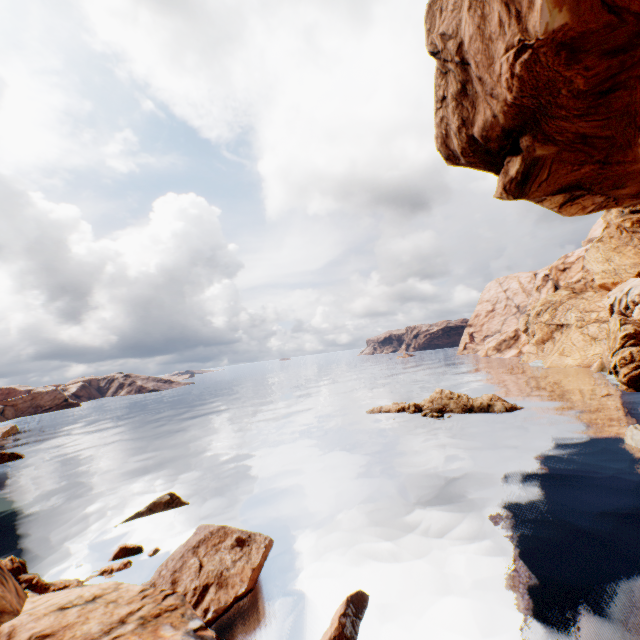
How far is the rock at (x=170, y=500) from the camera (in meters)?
20.75

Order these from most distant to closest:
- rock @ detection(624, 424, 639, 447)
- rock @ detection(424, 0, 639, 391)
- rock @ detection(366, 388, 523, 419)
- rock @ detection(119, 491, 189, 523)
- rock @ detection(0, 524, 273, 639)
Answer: rock @ detection(366, 388, 523, 419)
rock @ detection(624, 424, 639, 447)
rock @ detection(119, 491, 189, 523)
rock @ detection(424, 0, 639, 391)
rock @ detection(0, 524, 273, 639)

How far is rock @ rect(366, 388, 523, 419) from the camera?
34.8m

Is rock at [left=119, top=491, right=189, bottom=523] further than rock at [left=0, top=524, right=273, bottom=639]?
Yes

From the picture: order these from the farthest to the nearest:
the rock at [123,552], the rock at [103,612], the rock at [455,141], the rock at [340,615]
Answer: the rock at [123,552] → the rock at [455,141] → the rock at [340,615] → the rock at [103,612]

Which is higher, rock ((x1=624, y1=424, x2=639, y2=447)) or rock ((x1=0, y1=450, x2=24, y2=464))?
rock ((x1=0, y1=450, x2=24, y2=464))

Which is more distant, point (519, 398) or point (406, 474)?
point (519, 398)

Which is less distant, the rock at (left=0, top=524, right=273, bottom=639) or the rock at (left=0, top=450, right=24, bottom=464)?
the rock at (left=0, top=524, right=273, bottom=639)
